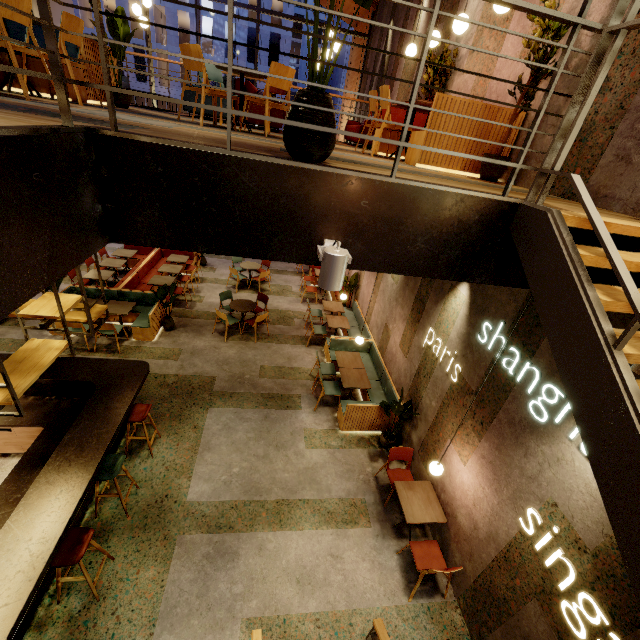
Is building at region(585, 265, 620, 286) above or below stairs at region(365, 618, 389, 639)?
above

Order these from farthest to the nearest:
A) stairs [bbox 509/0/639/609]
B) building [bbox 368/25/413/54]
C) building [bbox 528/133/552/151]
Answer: building [bbox 368/25/413/54] → building [bbox 528/133/552/151] → stairs [bbox 509/0/639/609]

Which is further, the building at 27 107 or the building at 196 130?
the building at 196 130

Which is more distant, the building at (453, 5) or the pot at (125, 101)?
the building at (453, 5)

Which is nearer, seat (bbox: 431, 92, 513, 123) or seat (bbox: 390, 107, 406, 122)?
seat (bbox: 431, 92, 513, 123)

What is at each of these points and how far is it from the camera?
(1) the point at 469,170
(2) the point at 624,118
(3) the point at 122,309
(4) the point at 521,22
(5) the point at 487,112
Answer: (1) seat, 4.3 meters
(2) building, 2.9 meters
(3) table, 8.1 meters
(4) building, 4.2 meters
(5) seat, 3.9 meters

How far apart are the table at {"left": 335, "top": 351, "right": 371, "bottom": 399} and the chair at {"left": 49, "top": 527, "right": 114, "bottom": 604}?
4.6 meters

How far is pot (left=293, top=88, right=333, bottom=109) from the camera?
1.9 meters
